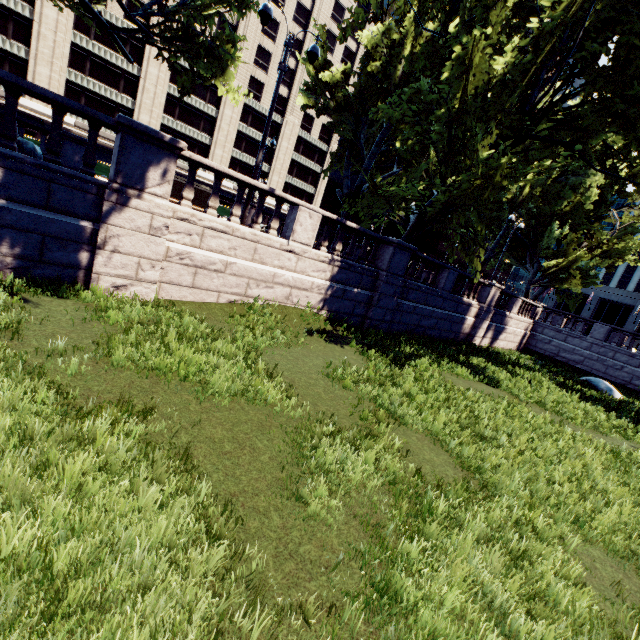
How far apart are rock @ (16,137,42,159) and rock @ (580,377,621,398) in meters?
25.8 m

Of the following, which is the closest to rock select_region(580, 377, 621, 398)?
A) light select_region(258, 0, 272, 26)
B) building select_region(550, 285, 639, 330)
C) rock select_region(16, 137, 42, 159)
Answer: light select_region(258, 0, 272, 26)

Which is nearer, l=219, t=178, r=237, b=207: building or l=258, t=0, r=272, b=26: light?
l=258, t=0, r=272, b=26: light

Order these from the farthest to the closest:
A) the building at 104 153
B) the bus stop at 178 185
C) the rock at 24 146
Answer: the building at 104 153 → the bus stop at 178 185 → the rock at 24 146

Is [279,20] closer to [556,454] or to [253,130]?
[253,130]

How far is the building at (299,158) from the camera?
50.6m

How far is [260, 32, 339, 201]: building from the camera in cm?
5062

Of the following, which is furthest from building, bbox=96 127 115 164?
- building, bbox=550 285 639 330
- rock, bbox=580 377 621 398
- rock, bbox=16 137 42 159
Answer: rock, bbox=580 377 621 398
